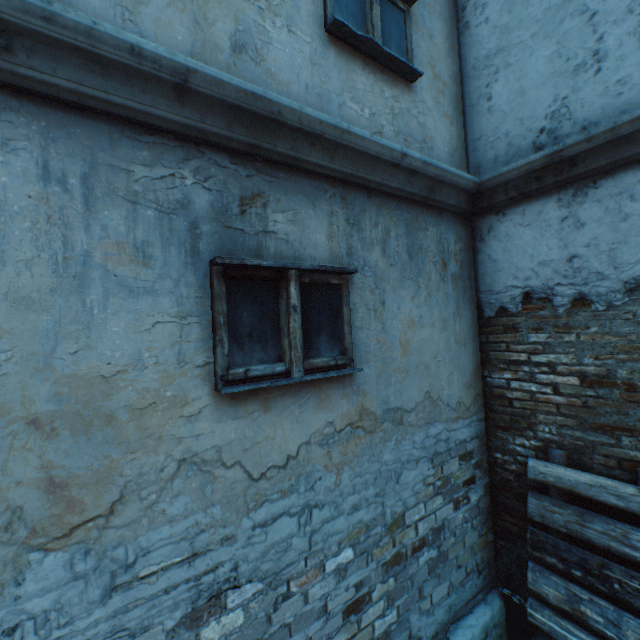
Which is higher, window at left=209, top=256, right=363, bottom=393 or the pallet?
window at left=209, top=256, right=363, bottom=393

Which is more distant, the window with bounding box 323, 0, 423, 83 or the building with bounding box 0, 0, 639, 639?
the window with bounding box 323, 0, 423, 83

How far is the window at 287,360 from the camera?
1.80m

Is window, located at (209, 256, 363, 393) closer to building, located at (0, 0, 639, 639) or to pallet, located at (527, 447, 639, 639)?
building, located at (0, 0, 639, 639)

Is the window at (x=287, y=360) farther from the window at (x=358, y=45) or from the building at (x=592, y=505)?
the window at (x=358, y=45)

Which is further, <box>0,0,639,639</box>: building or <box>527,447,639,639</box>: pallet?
<box>527,447,639,639</box>: pallet

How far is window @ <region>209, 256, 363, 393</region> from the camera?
1.8m

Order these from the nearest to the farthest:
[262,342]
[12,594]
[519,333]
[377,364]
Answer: [12,594] < [262,342] < [377,364] < [519,333]
